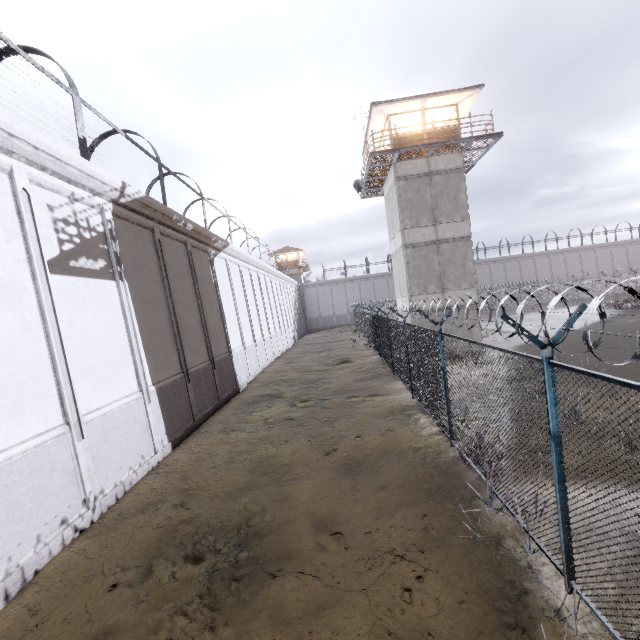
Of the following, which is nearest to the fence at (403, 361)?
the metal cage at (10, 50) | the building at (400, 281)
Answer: the building at (400, 281)

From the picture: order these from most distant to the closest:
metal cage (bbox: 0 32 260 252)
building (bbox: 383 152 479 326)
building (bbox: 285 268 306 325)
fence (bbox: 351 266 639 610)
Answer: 1. building (bbox: 285 268 306 325)
2. building (bbox: 383 152 479 326)
3. metal cage (bbox: 0 32 260 252)
4. fence (bbox: 351 266 639 610)

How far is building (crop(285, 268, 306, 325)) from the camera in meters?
56.2

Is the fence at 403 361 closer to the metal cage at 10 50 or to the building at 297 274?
the metal cage at 10 50

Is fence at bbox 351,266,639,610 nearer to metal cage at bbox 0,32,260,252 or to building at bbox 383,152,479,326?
building at bbox 383,152,479,326

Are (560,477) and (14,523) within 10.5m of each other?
yes

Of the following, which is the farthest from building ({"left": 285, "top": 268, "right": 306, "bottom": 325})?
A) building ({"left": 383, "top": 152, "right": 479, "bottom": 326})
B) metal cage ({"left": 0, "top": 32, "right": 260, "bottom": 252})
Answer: building ({"left": 383, "top": 152, "right": 479, "bottom": 326})

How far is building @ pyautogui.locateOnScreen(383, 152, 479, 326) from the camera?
18.83m
